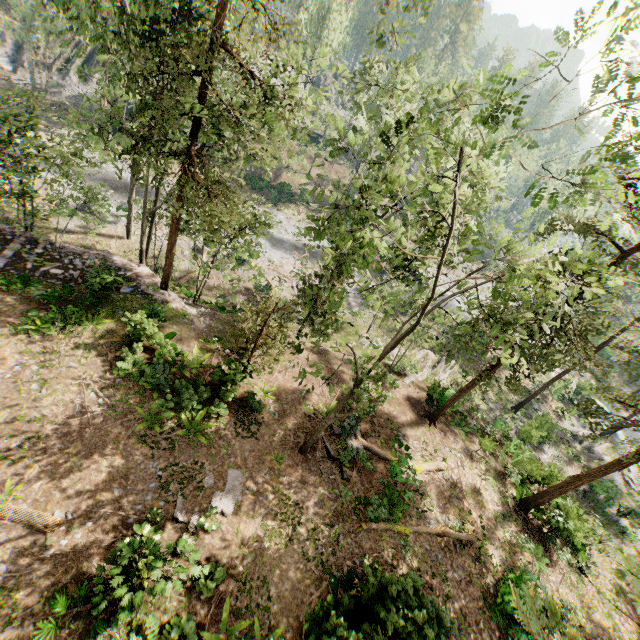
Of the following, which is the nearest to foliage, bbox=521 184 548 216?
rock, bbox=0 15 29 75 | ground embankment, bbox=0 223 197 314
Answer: ground embankment, bbox=0 223 197 314

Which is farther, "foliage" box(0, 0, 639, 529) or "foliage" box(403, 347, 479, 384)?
"foliage" box(403, 347, 479, 384)

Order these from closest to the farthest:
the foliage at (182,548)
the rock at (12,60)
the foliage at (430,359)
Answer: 1. the foliage at (182,548)
2. the foliage at (430,359)
3. the rock at (12,60)

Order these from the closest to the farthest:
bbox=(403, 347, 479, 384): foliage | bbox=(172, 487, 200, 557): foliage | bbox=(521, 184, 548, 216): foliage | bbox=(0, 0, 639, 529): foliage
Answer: bbox=(521, 184, 548, 216): foliage < bbox=(0, 0, 639, 529): foliage < bbox=(172, 487, 200, 557): foliage < bbox=(403, 347, 479, 384): foliage

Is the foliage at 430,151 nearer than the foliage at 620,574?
No

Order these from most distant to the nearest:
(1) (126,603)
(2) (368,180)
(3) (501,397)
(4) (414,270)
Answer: (2) (368,180) → (3) (501,397) → (4) (414,270) → (1) (126,603)

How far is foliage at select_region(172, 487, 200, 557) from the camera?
9.9m
